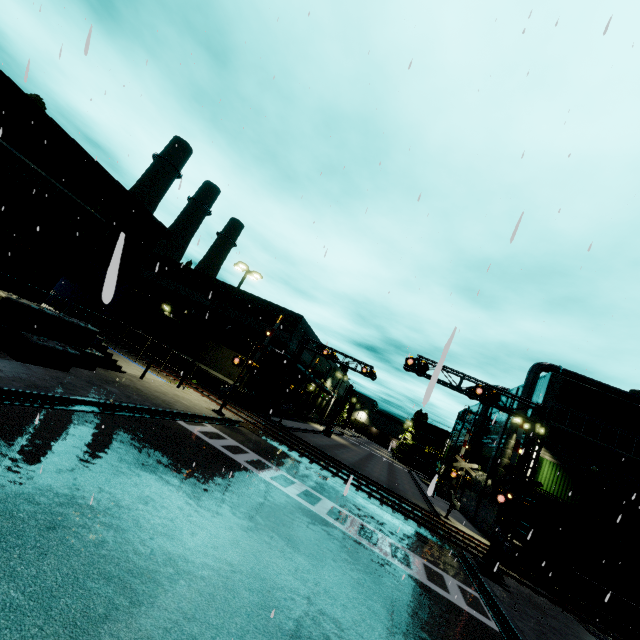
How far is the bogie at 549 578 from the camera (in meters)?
19.72

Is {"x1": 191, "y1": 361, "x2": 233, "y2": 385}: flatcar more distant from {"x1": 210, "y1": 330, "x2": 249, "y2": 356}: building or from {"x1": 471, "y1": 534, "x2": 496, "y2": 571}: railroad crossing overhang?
{"x1": 471, "y1": 534, "x2": 496, "y2": 571}: railroad crossing overhang

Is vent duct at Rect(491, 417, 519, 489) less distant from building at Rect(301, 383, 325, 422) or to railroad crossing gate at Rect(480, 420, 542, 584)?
building at Rect(301, 383, 325, 422)

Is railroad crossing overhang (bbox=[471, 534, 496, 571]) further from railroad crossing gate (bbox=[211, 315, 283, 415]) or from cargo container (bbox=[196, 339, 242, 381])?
railroad crossing gate (bbox=[211, 315, 283, 415])

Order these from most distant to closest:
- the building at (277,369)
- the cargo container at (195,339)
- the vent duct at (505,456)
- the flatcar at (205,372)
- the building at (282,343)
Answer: the building at (282,343) < the building at (277,369) < the cargo container at (195,339) < the flatcar at (205,372) < the vent duct at (505,456)

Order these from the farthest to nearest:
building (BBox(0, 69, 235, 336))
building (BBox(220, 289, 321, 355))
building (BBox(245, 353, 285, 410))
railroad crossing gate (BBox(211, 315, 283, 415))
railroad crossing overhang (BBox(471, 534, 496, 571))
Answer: building (BBox(220, 289, 321, 355)) → building (BBox(245, 353, 285, 410)) → railroad crossing gate (BBox(211, 315, 283, 415)) → railroad crossing overhang (BBox(471, 534, 496, 571)) → building (BBox(0, 69, 235, 336))

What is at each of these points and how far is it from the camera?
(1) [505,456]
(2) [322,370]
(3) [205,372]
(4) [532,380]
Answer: (1) vent duct, 27.2m
(2) building, 51.6m
(3) flatcar, 29.5m
(4) vent duct, 28.7m

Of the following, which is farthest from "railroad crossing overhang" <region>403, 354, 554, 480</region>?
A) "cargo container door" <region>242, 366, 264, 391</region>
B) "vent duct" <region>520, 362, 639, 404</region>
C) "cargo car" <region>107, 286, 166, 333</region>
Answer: "cargo container door" <region>242, 366, 264, 391</region>
